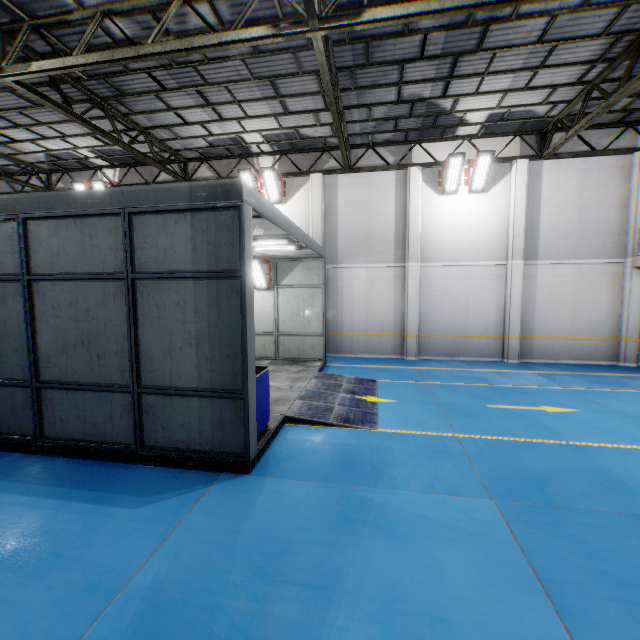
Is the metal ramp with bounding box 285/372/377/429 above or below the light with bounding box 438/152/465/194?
below

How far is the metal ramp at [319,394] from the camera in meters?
6.9 m

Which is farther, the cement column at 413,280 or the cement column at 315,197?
the cement column at 315,197

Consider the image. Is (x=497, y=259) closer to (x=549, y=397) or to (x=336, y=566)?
(x=549, y=397)

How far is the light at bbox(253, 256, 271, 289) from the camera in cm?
1167

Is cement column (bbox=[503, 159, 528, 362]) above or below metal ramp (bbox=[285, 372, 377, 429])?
above

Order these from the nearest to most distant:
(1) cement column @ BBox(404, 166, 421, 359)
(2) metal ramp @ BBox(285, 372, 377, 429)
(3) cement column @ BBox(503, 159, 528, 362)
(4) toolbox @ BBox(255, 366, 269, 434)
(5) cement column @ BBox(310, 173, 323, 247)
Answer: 1. (4) toolbox @ BBox(255, 366, 269, 434)
2. (2) metal ramp @ BBox(285, 372, 377, 429)
3. (3) cement column @ BBox(503, 159, 528, 362)
4. (1) cement column @ BBox(404, 166, 421, 359)
5. (5) cement column @ BBox(310, 173, 323, 247)

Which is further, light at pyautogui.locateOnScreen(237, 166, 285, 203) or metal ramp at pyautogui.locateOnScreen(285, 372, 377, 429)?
light at pyautogui.locateOnScreen(237, 166, 285, 203)
